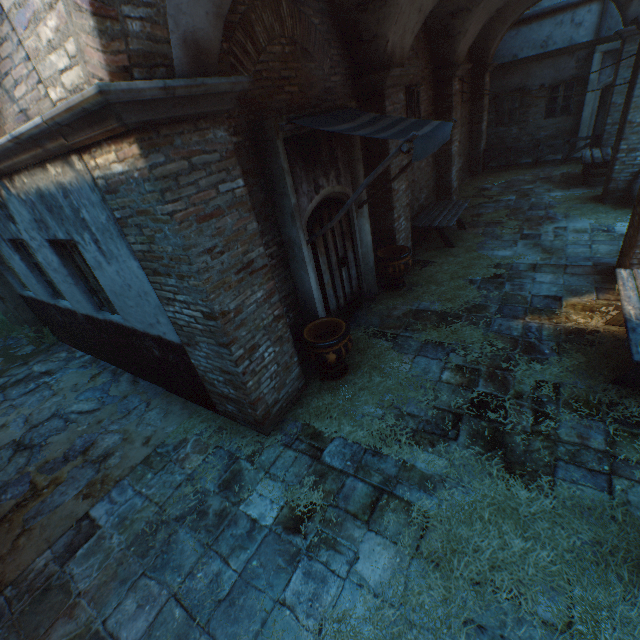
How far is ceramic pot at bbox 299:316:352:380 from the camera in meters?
4.7 m

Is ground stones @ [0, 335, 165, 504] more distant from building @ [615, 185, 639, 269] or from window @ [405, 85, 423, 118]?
window @ [405, 85, 423, 118]

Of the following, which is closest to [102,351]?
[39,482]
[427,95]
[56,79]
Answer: [39,482]

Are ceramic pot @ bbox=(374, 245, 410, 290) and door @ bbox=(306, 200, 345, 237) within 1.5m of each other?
yes

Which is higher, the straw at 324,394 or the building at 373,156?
the building at 373,156

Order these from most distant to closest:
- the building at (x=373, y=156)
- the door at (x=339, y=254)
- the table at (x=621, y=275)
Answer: the building at (x=373, y=156) → the door at (x=339, y=254) → the table at (x=621, y=275)

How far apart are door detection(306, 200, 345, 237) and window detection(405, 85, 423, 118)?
3.9 meters

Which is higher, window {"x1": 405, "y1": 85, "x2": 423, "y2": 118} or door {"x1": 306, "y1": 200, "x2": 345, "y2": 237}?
window {"x1": 405, "y1": 85, "x2": 423, "y2": 118}
